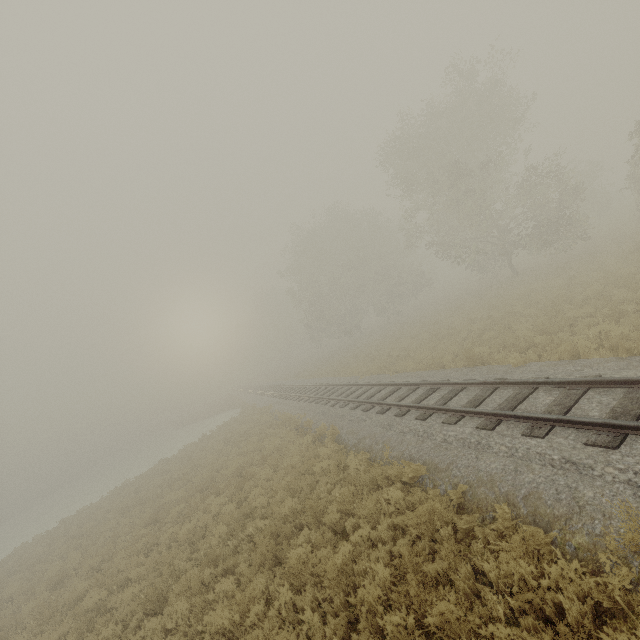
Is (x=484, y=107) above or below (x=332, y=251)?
above
